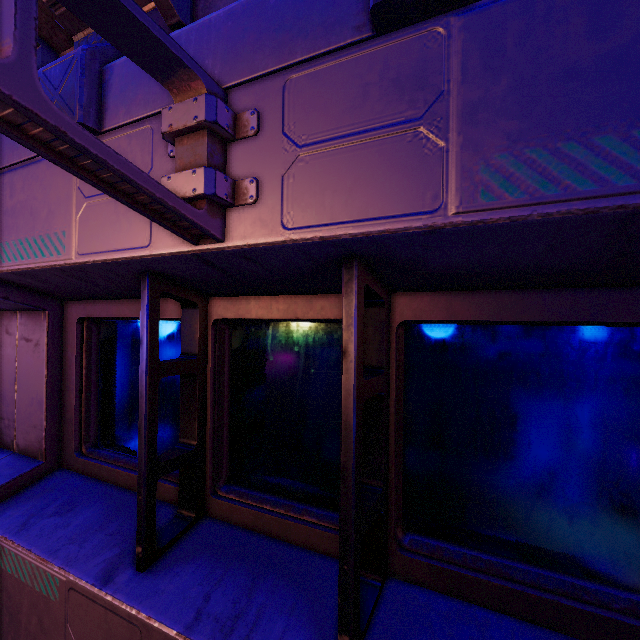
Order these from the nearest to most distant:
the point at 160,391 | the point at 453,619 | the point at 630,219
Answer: the point at 630,219, the point at 453,619, the point at 160,391
